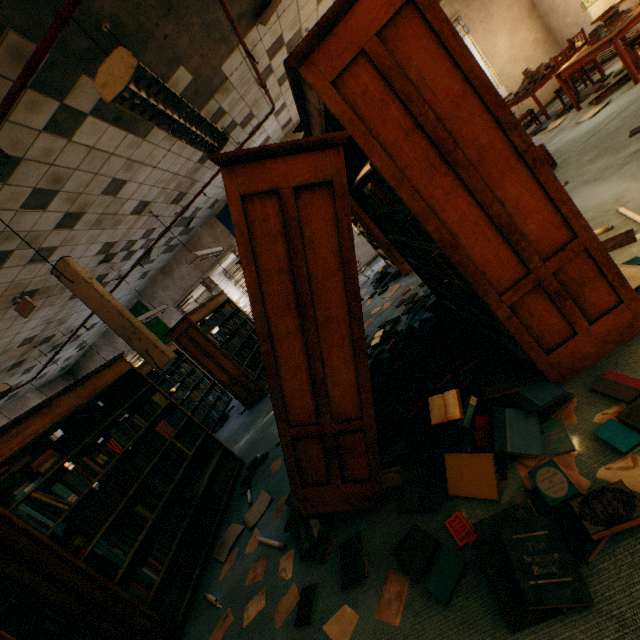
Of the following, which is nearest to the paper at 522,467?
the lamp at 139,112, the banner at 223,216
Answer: the lamp at 139,112

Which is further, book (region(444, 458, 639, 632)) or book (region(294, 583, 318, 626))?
book (region(294, 583, 318, 626))

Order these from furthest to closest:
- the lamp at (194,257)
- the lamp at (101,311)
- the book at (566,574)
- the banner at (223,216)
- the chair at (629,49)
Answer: the banner at (223,216) < the lamp at (194,257) < the chair at (629,49) < the lamp at (101,311) < the book at (566,574)

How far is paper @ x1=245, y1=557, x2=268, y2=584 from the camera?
2.50m

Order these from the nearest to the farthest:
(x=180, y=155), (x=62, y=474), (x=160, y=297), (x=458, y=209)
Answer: (x=458, y=209) → (x=62, y=474) → (x=180, y=155) → (x=160, y=297)

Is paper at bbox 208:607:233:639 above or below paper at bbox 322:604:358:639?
above

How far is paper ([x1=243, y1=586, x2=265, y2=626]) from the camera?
2.2 meters

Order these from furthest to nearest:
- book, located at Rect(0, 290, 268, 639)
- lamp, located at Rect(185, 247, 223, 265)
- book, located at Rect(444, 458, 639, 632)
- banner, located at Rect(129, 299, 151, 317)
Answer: banner, located at Rect(129, 299, 151, 317) → lamp, located at Rect(185, 247, 223, 265) → book, located at Rect(0, 290, 268, 639) → book, located at Rect(444, 458, 639, 632)
